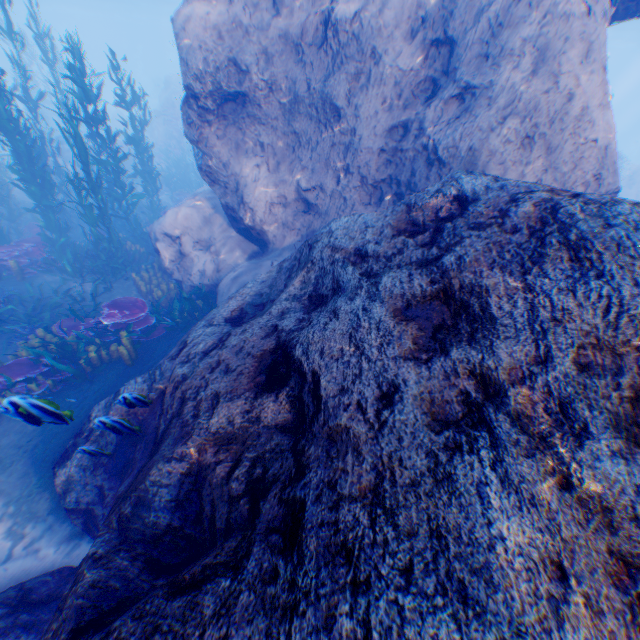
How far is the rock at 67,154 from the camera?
16.9 meters

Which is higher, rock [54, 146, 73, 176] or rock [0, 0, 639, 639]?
rock [0, 0, 639, 639]

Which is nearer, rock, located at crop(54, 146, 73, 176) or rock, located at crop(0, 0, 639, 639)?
rock, located at crop(0, 0, 639, 639)

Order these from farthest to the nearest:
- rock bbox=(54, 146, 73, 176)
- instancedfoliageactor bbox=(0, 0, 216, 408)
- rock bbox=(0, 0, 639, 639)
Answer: rock bbox=(54, 146, 73, 176) → instancedfoliageactor bbox=(0, 0, 216, 408) → rock bbox=(0, 0, 639, 639)

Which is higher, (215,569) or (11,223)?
(215,569)

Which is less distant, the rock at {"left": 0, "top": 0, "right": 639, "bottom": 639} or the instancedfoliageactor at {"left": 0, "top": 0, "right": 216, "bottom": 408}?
the rock at {"left": 0, "top": 0, "right": 639, "bottom": 639}

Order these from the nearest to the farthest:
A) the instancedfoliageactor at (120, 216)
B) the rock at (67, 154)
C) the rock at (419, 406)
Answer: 1. the rock at (419, 406)
2. the instancedfoliageactor at (120, 216)
3. the rock at (67, 154)
